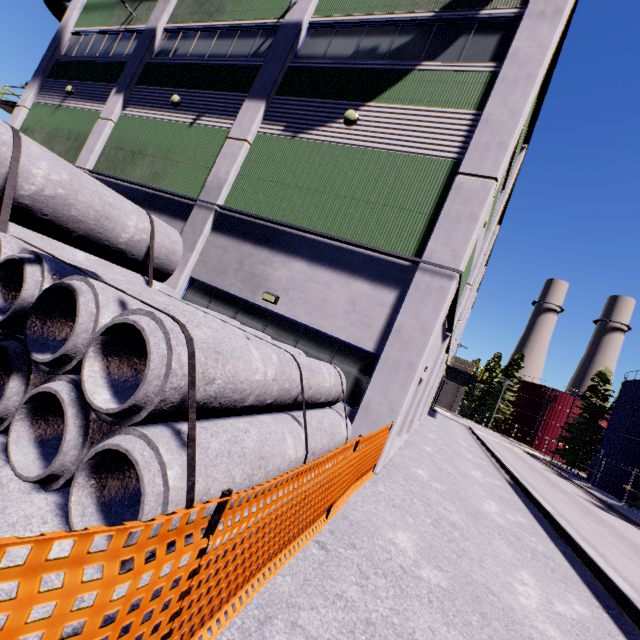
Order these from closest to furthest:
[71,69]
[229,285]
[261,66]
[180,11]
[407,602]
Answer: [407,602], [229,285], [261,66], [180,11], [71,69]

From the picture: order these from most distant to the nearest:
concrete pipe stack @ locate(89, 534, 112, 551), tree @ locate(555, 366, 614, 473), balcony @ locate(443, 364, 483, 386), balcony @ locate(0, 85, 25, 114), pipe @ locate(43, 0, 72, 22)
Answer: tree @ locate(555, 366, 614, 473)
balcony @ locate(443, 364, 483, 386)
balcony @ locate(0, 85, 25, 114)
pipe @ locate(43, 0, 72, 22)
concrete pipe stack @ locate(89, 534, 112, 551)

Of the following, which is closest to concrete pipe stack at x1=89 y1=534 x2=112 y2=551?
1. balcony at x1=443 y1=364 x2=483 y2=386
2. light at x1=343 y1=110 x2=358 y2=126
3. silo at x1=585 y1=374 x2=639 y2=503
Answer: silo at x1=585 y1=374 x2=639 y2=503

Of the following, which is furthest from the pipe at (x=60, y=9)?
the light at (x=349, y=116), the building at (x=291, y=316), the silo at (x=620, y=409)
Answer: the light at (x=349, y=116)

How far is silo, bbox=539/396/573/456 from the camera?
59.24m

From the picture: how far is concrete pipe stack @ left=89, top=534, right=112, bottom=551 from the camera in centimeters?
249cm

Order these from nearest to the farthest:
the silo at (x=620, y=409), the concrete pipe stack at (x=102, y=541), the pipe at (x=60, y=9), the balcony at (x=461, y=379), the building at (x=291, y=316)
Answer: the concrete pipe stack at (x=102, y=541), the building at (x=291, y=316), the pipe at (x=60, y=9), the balcony at (x=461, y=379), the silo at (x=620, y=409)

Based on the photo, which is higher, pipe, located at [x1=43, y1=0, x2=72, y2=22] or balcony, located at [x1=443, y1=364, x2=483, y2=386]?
pipe, located at [x1=43, y1=0, x2=72, y2=22]
